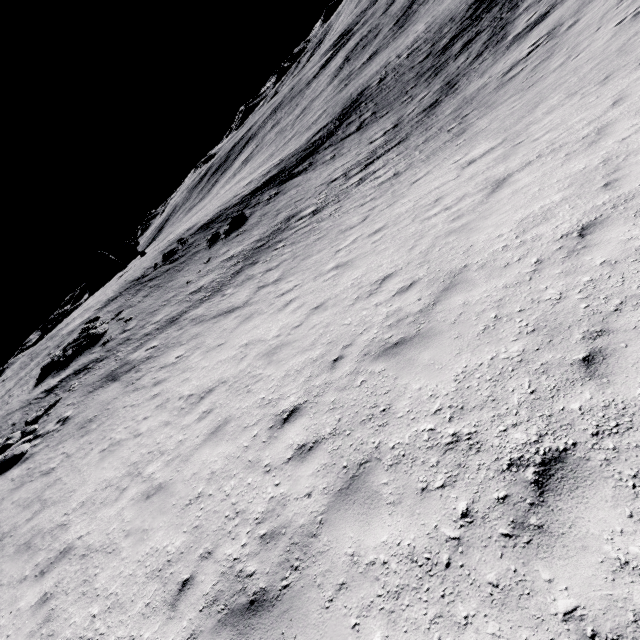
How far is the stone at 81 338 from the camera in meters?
22.0 m

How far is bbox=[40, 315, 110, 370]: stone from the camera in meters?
22.0

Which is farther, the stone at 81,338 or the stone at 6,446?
the stone at 81,338

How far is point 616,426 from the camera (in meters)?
2.91

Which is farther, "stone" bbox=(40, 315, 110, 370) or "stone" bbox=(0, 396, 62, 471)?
"stone" bbox=(40, 315, 110, 370)
